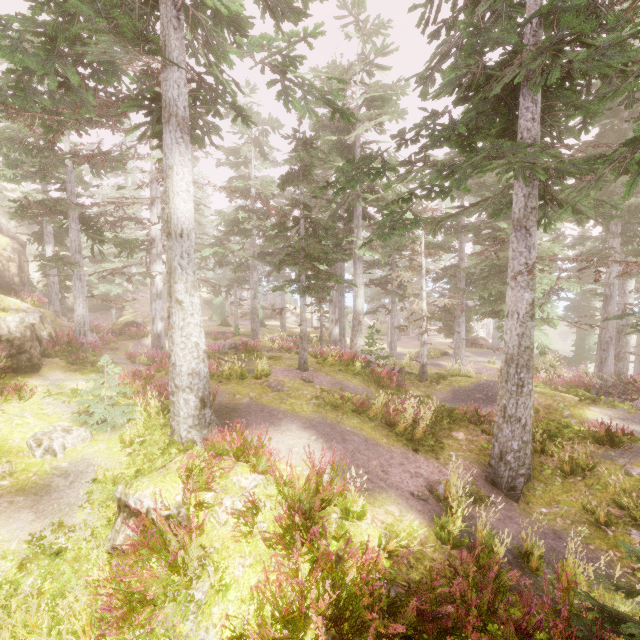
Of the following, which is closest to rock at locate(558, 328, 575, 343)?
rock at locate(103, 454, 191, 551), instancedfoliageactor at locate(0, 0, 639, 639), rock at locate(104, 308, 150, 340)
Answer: instancedfoliageactor at locate(0, 0, 639, 639)

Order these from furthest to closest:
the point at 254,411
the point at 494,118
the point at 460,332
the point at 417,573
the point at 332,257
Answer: the point at 332,257 → the point at 460,332 → the point at 254,411 → the point at 494,118 → the point at 417,573

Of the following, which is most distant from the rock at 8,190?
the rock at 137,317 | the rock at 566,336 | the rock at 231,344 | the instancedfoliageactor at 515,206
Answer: the rock at 566,336

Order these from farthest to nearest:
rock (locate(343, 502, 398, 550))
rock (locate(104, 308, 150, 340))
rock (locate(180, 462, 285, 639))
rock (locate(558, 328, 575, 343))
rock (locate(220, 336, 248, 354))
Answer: rock (locate(558, 328, 575, 343)) → rock (locate(104, 308, 150, 340)) → rock (locate(220, 336, 248, 354)) → rock (locate(343, 502, 398, 550)) → rock (locate(180, 462, 285, 639))

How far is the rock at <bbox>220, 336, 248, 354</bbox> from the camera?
19.90m

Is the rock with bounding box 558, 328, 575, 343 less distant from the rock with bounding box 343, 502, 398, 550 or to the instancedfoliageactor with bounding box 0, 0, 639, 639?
the instancedfoliageactor with bounding box 0, 0, 639, 639

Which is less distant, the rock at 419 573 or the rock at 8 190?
the rock at 419 573

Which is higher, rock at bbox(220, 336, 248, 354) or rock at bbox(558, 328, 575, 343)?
rock at bbox(220, 336, 248, 354)
